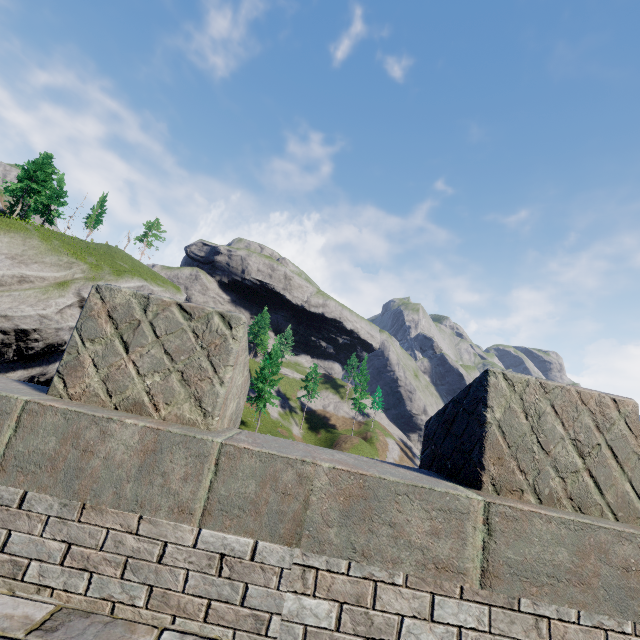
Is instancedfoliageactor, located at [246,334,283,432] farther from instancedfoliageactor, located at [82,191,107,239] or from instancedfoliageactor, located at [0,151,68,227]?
instancedfoliageactor, located at [0,151,68,227]

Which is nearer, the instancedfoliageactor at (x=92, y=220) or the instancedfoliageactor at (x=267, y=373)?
the instancedfoliageactor at (x=267, y=373)

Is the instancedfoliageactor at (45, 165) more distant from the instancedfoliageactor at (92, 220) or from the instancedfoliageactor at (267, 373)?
the instancedfoliageactor at (267, 373)

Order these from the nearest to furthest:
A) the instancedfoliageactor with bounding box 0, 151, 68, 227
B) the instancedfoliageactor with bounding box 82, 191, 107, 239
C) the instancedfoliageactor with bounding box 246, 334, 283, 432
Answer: Answer:
1. the instancedfoliageactor with bounding box 0, 151, 68, 227
2. the instancedfoliageactor with bounding box 246, 334, 283, 432
3. the instancedfoliageactor with bounding box 82, 191, 107, 239

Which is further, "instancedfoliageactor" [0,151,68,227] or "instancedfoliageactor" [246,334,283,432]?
"instancedfoliageactor" [246,334,283,432]

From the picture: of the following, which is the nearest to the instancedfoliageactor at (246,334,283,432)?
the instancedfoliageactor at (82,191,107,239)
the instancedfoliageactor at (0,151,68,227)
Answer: the instancedfoliageactor at (82,191,107,239)

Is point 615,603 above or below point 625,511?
below
